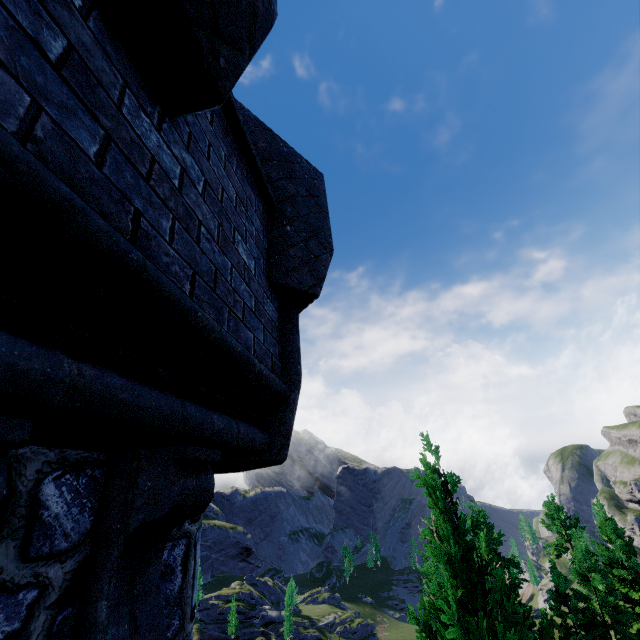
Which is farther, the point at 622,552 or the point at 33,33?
the point at 622,552
